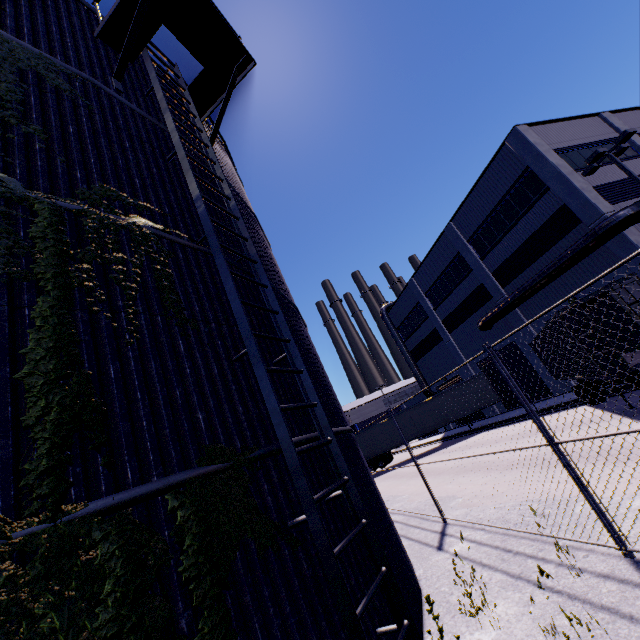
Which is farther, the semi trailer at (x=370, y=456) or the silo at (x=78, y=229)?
the semi trailer at (x=370, y=456)

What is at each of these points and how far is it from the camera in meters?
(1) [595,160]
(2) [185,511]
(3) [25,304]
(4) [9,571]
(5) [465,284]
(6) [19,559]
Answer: (1) light, 16.0
(2) tree, 2.6
(3) silo, 2.7
(4) tree, 1.7
(5) building, 27.1
(6) silo, 1.9

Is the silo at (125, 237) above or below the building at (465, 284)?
below

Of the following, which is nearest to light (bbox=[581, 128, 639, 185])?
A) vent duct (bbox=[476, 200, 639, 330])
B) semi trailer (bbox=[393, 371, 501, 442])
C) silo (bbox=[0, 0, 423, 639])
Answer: vent duct (bbox=[476, 200, 639, 330])

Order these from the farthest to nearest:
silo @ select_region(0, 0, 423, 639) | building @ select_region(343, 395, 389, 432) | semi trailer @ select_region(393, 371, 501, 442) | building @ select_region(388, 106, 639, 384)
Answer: building @ select_region(343, 395, 389, 432) < semi trailer @ select_region(393, 371, 501, 442) < building @ select_region(388, 106, 639, 384) < silo @ select_region(0, 0, 423, 639)

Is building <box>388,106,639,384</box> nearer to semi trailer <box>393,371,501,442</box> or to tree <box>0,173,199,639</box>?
tree <box>0,173,199,639</box>

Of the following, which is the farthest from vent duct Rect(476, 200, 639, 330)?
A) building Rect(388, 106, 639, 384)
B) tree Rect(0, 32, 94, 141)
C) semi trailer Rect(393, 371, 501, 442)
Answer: semi trailer Rect(393, 371, 501, 442)

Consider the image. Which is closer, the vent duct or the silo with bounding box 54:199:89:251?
the silo with bounding box 54:199:89:251
